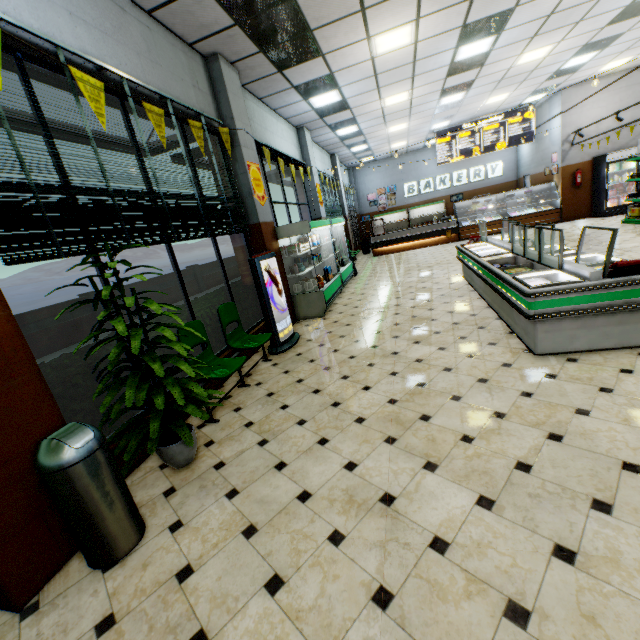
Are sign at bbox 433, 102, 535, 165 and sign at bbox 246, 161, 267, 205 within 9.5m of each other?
no

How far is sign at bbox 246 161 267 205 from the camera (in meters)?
6.01

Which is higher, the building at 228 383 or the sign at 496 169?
the sign at 496 169

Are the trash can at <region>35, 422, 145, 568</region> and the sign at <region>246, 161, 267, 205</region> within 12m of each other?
yes

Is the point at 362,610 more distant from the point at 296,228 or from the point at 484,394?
the point at 296,228

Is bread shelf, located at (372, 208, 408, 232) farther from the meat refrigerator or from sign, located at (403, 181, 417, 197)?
the meat refrigerator

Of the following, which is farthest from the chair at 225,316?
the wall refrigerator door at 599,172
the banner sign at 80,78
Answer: the wall refrigerator door at 599,172

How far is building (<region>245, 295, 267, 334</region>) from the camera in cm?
588
